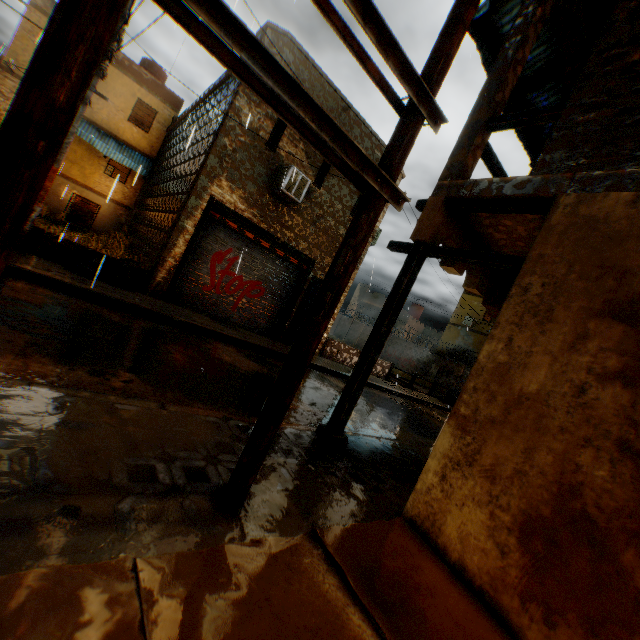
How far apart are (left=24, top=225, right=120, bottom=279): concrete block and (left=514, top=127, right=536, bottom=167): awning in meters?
2.6 m

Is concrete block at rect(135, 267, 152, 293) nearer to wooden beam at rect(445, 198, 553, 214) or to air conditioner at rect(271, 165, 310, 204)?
air conditioner at rect(271, 165, 310, 204)

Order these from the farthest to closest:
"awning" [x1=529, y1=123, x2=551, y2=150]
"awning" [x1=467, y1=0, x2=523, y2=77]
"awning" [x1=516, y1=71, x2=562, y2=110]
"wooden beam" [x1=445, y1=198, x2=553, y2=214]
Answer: "awning" [x1=529, y1=123, x2=551, y2=150], "awning" [x1=516, y1=71, x2=562, y2=110], "awning" [x1=467, y1=0, x2=523, y2=77], "wooden beam" [x1=445, y1=198, x2=553, y2=214]

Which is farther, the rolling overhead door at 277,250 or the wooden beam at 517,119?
the rolling overhead door at 277,250

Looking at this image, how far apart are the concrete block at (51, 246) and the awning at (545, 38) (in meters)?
2.63

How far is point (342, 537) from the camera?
2.64m

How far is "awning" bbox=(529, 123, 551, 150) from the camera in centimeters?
760cm
